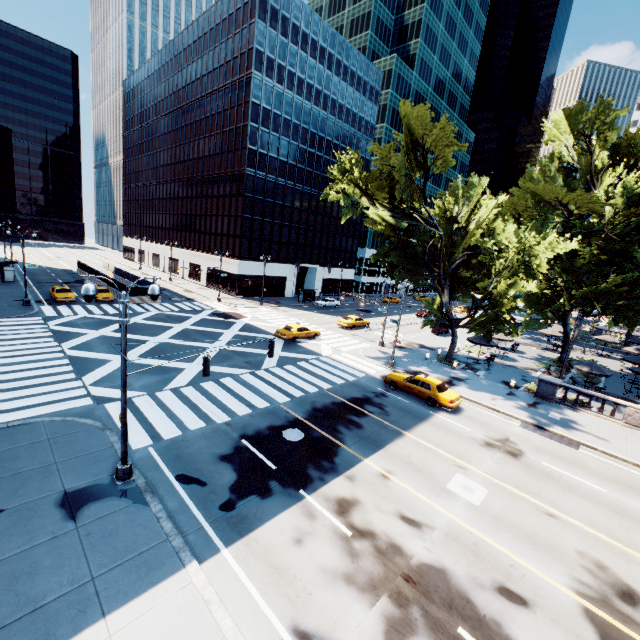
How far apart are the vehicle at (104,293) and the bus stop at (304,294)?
26.67m

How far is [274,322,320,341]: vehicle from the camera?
31.2m

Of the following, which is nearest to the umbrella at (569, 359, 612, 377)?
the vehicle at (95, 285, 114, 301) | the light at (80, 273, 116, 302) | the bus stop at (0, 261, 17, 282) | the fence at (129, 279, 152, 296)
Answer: the light at (80, 273, 116, 302)

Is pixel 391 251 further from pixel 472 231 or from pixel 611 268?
pixel 611 268

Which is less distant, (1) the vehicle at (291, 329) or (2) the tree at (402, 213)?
(2) the tree at (402, 213)

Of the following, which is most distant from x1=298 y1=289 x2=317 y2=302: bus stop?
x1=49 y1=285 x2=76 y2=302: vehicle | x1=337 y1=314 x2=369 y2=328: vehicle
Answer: x1=49 y1=285 x2=76 y2=302: vehicle

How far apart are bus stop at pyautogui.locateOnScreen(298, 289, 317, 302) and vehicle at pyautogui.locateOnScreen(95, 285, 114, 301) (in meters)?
26.67

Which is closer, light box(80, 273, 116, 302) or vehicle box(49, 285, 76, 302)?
light box(80, 273, 116, 302)
